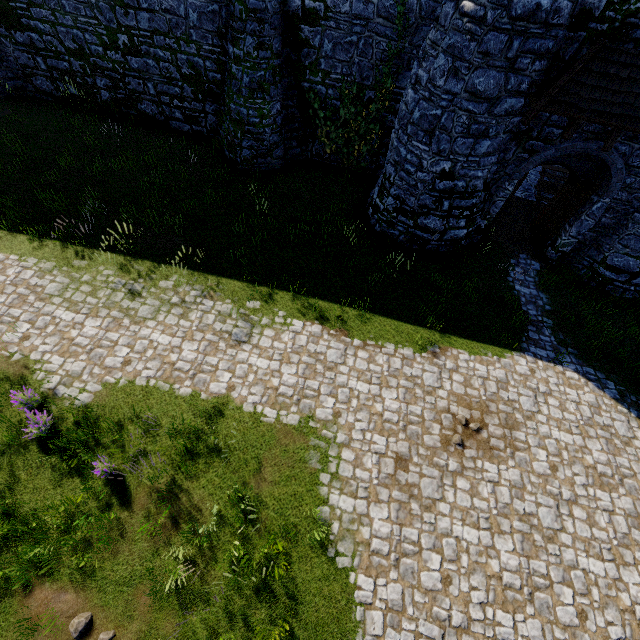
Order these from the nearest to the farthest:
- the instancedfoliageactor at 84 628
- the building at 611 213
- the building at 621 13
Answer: the instancedfoliageactor at 84 628
the building at 621 13
the building at 611 213

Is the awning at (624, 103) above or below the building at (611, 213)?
above

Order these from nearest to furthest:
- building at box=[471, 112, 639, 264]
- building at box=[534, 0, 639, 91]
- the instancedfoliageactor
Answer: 1. the instancedfoliageactor
2. building at box=[534, 0, 639, 91]
3. building at box=[471, 112, 639, 264]

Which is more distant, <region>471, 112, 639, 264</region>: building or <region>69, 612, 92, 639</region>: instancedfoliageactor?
<region>471, 112, 639, 264</region>: building

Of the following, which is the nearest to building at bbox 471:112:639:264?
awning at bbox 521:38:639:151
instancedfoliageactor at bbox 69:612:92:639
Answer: awning at bbox 521:38:639:151

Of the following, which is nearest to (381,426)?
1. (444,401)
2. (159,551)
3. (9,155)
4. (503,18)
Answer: (444,401)

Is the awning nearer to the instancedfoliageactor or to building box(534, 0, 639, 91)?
building box(534, 0, 639, 91)
